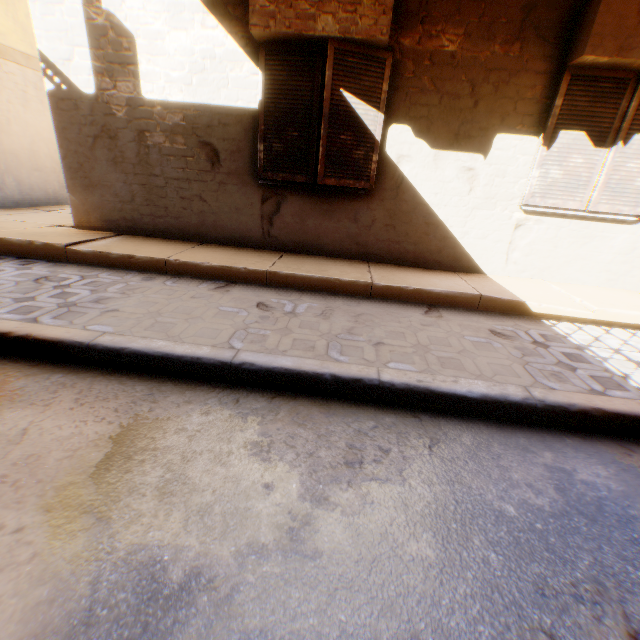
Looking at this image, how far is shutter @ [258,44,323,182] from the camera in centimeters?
403cm

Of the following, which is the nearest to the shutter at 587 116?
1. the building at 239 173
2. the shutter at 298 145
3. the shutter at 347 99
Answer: the building at 239 173

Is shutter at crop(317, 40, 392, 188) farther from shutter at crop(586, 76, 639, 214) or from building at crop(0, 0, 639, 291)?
shutter at crop(586, 76, 639, 214)

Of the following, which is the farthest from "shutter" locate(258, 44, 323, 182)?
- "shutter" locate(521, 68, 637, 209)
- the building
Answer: "shutter" locate(521, 68, 637, 209)

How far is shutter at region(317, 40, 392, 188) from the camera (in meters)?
3.88

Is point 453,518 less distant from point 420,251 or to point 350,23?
point 420,251

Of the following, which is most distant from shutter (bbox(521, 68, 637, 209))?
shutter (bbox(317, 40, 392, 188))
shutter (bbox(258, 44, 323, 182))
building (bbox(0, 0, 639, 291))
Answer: shutter (bbox(258, 44, 323, 182))

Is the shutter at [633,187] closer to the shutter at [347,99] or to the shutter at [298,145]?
the shutter at [347,99]
